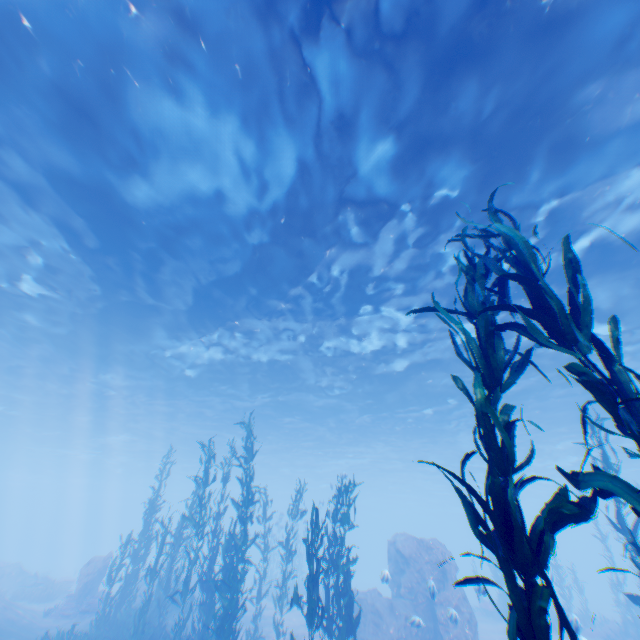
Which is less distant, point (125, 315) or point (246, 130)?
point (246, 130)

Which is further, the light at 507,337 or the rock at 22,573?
the rock at 22,573

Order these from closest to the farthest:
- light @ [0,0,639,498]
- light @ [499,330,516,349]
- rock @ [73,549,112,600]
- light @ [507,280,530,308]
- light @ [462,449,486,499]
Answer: light @ [0,0,639,498]
light @ [507,280,530,308]
light @ [499,330,516,349]
rock @ [73,549,112,600]
light @ [462,449,486,499]

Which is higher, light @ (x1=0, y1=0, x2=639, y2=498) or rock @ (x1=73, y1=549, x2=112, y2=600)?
light @ (x1=0, y1=0, x2=639, y2=498)

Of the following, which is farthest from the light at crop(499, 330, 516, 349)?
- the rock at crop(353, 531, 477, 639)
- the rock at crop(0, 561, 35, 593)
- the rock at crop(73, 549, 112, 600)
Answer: the rock at crop(0, 561, 35, 593)

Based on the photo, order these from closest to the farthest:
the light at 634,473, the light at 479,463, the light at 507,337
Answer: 1. the light at 507,337
2. the light at 634,473
3. the light at 479,463
